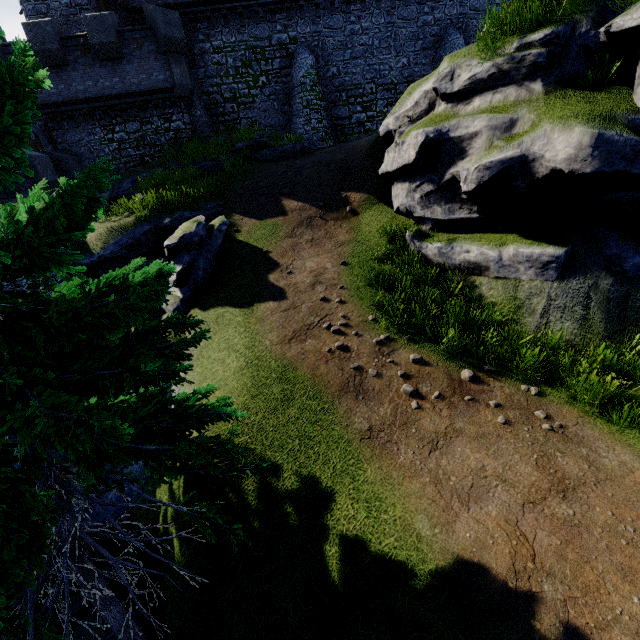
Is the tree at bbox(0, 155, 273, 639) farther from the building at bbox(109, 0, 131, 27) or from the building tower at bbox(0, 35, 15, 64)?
the building at bbox(109, 0, 131, 27)

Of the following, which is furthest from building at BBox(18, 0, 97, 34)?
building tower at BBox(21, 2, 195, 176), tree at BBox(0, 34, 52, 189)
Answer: tree at BBox(0, 34, 52, 189)

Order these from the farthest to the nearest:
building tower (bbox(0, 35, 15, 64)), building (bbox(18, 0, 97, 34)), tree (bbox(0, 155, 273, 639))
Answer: building (bbox(18, 0, 97, 34))
building tower (bbox(0, 35, 15, 64))
tree (bbox(0, 155, 273, 639))

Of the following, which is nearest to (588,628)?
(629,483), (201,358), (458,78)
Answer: (629,483)

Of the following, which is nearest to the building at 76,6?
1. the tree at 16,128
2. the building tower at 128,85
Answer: the building tower at 128,85

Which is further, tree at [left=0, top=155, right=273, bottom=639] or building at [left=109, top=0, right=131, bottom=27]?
building at [left=109, top=0, right=131, bottom=27]
